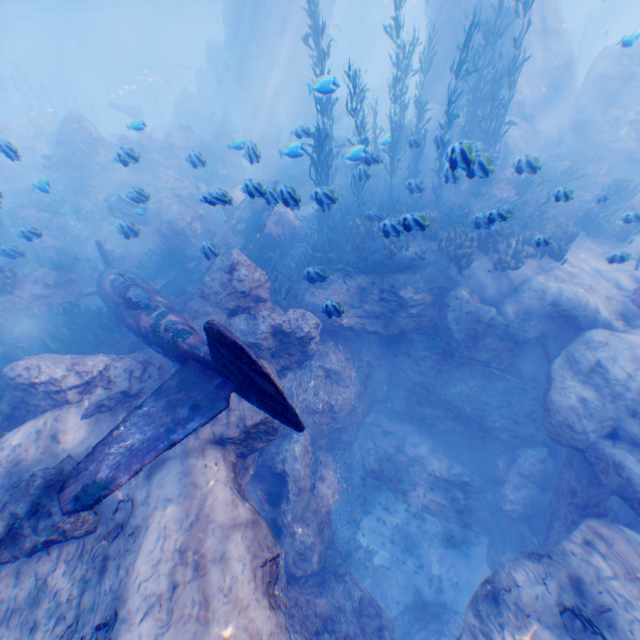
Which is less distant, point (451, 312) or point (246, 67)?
point (451, 312)

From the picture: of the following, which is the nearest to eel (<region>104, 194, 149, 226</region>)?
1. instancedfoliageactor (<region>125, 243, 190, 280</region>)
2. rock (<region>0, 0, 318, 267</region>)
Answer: rock (<region>0, 0, 318, 267</region>)

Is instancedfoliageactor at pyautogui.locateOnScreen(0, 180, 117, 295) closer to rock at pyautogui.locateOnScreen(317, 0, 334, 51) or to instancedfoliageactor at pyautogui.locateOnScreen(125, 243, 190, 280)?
rock at pyautogui.locateOnScreen(317, 0, 334, 51)

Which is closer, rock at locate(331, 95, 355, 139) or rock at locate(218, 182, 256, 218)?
rock at locate(218, 182, 256, 218)

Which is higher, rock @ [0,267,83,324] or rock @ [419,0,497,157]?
rock @ [419,0,497,157]

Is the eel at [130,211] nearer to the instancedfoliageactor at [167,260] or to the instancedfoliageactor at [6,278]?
the instancedfoliageactor at [6,278]

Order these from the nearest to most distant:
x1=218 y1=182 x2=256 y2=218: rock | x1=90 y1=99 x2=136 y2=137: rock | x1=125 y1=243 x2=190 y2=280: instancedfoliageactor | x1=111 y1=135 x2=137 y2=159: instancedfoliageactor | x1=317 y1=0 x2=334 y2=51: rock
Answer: x1=218 y1=182 x2=256 y2=218: rock, x1=111 y1=135 x2=137 y2=159: instancedfoliageactor, x1=125 y1=243 x2=190 y2=280: instancedfoliageactor, x1=317 y1=0 x2=334 y2=51: rock, x1=90 y1=99 x2=136 y2=137: rock

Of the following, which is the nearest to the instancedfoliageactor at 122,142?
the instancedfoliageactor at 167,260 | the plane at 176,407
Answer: the plane at 176,407
